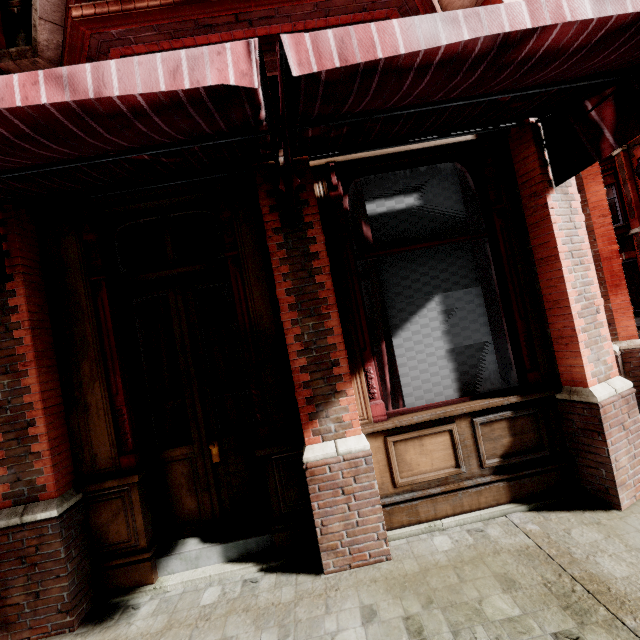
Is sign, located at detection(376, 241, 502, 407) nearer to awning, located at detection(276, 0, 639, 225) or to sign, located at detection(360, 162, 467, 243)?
sign, located at detection(360, 162, 467, 243)

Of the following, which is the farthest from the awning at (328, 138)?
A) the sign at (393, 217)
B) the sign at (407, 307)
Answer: the sign at (407, 307)

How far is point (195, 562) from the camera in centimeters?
295cm

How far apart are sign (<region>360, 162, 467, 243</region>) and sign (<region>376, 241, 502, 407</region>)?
0.1 meters

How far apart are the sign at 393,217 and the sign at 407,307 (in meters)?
0.13

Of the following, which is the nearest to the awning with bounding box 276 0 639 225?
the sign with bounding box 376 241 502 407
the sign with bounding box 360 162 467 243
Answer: the sign with bounding box 360 162 467 243
